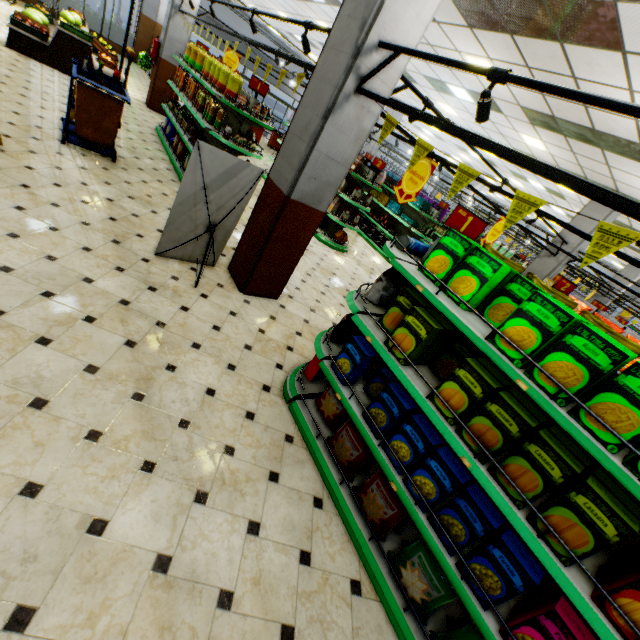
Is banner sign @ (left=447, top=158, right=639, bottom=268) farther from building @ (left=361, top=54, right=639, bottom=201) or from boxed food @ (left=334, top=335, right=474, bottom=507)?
building @ (left=361, top=54, right=639, bottom=201)

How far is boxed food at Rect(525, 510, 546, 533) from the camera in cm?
174

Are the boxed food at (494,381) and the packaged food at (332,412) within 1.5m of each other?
yes

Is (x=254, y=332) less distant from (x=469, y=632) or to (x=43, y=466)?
(x=43, y=466)

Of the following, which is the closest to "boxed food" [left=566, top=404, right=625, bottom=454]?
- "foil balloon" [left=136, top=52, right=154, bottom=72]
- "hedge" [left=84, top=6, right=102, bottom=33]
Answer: "foil balloon" [left=136, top=52, right=154, bottom=72]

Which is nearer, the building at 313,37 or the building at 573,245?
the building at 573,245

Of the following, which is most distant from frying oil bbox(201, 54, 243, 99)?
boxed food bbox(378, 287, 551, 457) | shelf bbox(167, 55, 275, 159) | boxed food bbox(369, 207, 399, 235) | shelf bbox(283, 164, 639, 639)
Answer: boxed food bbox(369, 207, 399, 235)

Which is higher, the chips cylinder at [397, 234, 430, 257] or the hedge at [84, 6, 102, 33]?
the chips cylinder at [397, 234, 430, 257]
